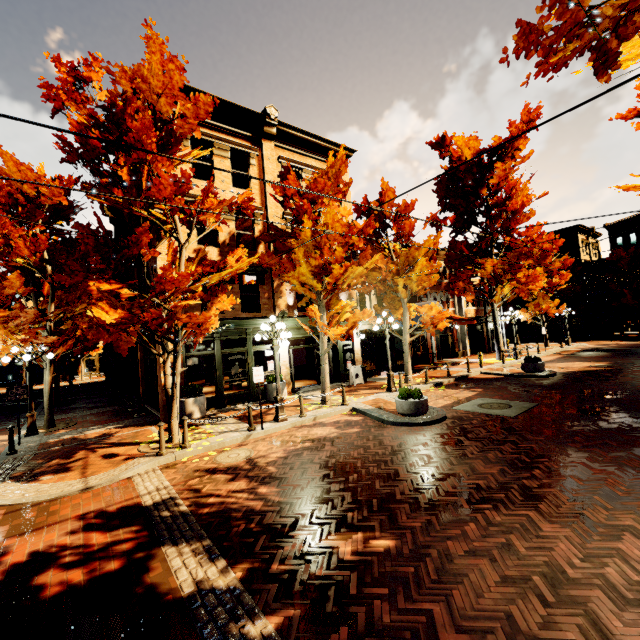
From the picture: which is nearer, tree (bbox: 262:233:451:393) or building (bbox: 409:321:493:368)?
tree (bbox: 262:233:451:393)

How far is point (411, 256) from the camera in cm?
1588

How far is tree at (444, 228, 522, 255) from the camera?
21.47m

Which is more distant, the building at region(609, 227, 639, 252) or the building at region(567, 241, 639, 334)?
the building at region(567, 241, 639, 334)

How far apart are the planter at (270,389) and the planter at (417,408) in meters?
5.7 m

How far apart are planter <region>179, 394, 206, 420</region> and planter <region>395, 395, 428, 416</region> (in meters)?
7.32

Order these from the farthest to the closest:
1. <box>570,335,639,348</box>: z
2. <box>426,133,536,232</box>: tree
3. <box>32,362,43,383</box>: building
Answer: <box>32,362,43,383</box>: building
<box>570,335,639,348</box>: z
<box>426,133,536,232</box>: tree

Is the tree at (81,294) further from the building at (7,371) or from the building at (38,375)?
the building at (7,371)
